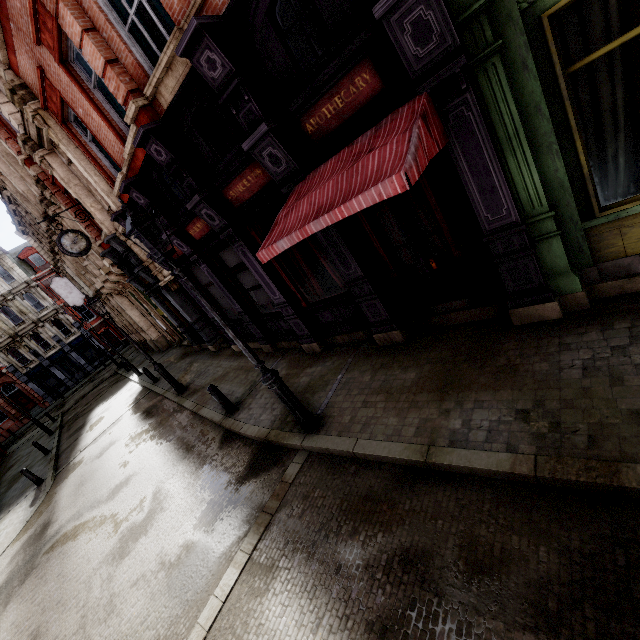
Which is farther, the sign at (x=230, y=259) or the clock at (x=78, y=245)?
the clock at (x=78, y=245)

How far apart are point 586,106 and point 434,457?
4.7m

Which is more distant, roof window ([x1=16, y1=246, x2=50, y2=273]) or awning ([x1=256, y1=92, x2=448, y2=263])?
roof window ([x1=16, y1=246, x2=50, y2=273])

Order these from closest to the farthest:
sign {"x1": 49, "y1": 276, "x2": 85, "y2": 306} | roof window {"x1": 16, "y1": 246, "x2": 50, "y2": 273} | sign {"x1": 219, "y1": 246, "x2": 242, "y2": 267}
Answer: sign {"x1": 219, "y1": 246, "x2": 242, "y2": 267}
sign {"x1": 49, "y1": 276, "x2": 85, "y2": 306}
roof window {"x1": 16, "y1": 246, "x2": 50, "y2": 273}

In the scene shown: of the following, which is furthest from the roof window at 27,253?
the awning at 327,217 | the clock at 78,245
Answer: the awning at 327,217

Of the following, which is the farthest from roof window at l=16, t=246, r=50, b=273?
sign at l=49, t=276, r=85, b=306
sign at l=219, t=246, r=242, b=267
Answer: sign at l=219, t=246, r=242, b=267

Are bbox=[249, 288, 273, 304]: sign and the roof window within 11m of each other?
no

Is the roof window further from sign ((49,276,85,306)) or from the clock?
the clock
